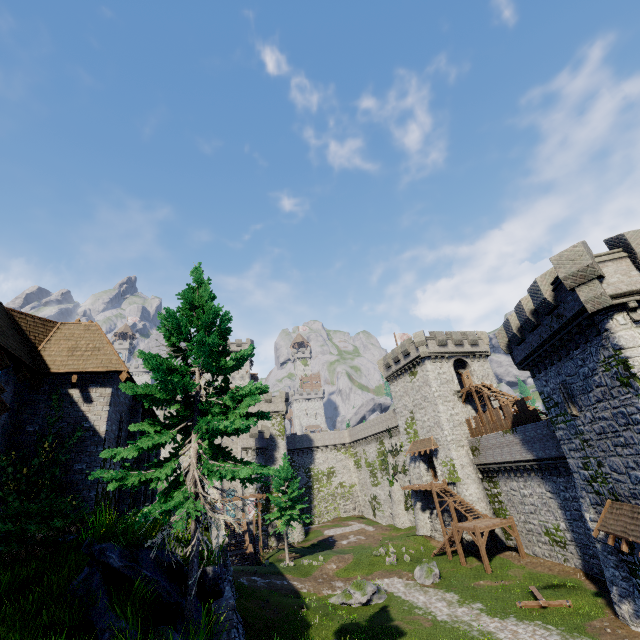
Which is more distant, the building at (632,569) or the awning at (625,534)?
the building at (632,569)

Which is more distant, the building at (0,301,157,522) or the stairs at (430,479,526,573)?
the stairs at (430,479,526,573)

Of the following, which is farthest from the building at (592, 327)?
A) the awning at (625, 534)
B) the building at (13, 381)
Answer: the building at (13, 381)

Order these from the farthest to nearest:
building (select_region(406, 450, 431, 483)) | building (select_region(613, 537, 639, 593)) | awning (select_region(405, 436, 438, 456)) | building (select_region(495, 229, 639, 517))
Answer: building (select_region(406, 450, 431, 483)) → awning (select_region(405, 436, 438, 456)) → building (select_region(613, 537, 639, 593)) → building (select_region(495, 229, 639, 517))

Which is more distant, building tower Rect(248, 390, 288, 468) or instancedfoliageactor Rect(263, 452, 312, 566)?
building tower Rect(248, 390, 288, 468)

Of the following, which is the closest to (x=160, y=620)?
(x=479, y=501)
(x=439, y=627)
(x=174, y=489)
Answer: (x=174, y=489)

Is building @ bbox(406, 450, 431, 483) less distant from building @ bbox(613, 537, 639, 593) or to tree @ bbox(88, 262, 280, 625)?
building @ bbox(613, 537, 639, 593)

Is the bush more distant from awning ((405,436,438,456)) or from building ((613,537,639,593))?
awning ((405,436,438,456))
